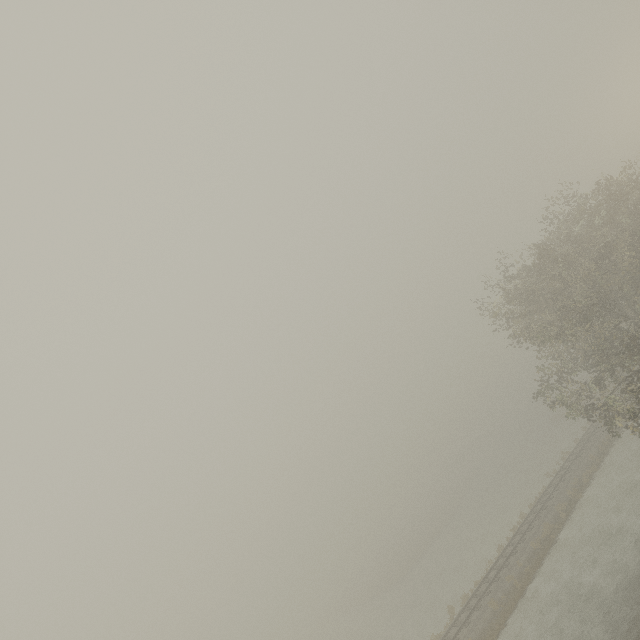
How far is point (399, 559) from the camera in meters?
59.9 m
